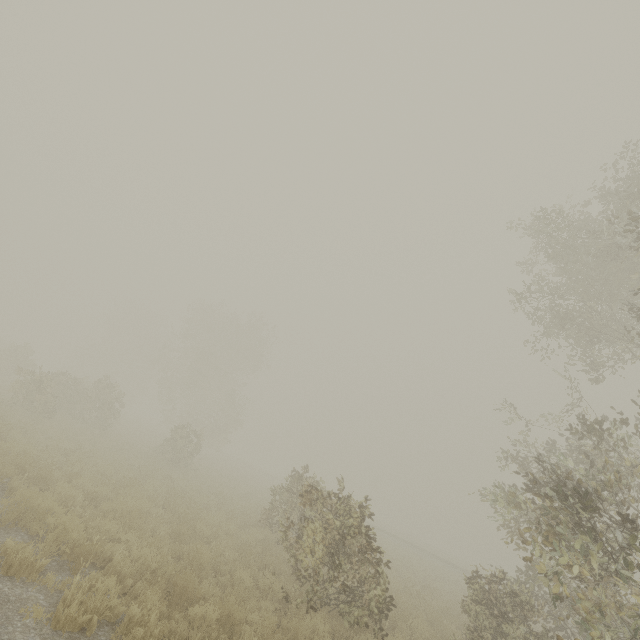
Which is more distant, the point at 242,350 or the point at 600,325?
the point at 242,350
